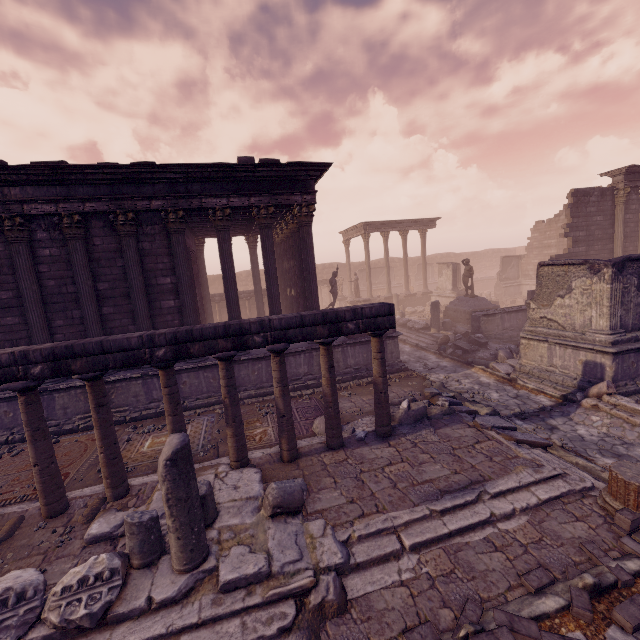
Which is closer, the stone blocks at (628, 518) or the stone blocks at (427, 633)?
the stone blocks at (427, 633)

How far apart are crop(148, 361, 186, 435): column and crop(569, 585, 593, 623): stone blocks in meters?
6.2

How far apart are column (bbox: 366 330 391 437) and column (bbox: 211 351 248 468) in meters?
2.8

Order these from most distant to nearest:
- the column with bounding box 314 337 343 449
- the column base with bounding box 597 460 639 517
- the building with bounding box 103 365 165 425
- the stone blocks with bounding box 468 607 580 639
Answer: the building with bounding box 103 365 165 425
the column with bounding box 314 337 343 449
the column base with bounding box 597 460 639 517
the stone blocks with bounding box 468 607 580 639

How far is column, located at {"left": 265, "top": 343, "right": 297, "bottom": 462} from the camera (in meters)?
6.46

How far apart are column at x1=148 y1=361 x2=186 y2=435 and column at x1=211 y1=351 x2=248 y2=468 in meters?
0.6 m

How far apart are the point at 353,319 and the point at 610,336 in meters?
7.5 m

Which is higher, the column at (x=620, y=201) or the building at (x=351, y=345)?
the column at (x=620, y=201)
